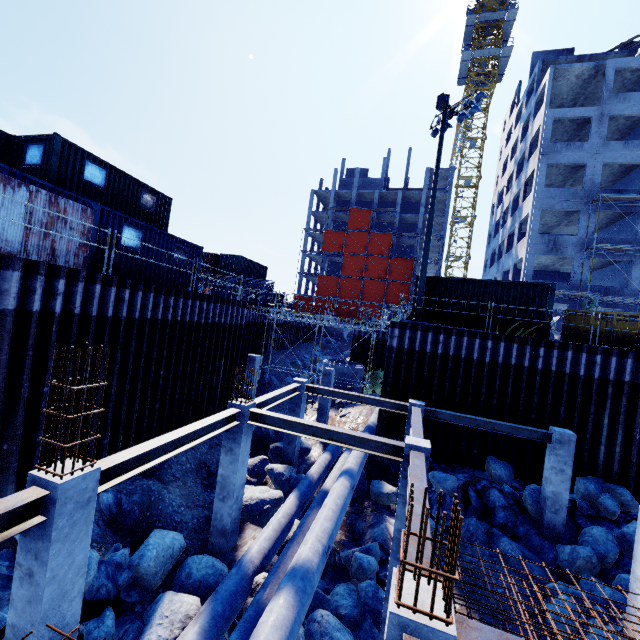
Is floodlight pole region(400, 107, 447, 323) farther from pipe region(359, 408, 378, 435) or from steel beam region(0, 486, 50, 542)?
steel beam region(0, 486, 50, 542)

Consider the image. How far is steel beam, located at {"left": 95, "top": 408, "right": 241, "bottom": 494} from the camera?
5.36m

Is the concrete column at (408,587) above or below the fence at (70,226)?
below

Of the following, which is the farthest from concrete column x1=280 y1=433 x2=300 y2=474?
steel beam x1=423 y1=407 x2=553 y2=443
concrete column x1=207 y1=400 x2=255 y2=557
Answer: steel beam x1=423 y1=407 x2=553 y2=443

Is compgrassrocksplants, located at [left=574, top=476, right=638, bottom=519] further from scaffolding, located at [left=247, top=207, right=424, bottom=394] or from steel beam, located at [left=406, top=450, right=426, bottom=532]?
steel beam, located at [left=406, top=450, right=426, bottom=532]

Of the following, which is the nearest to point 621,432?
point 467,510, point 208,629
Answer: point 467,510

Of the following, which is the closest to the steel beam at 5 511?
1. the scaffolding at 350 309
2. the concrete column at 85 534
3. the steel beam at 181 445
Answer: the concrete column at 85 534

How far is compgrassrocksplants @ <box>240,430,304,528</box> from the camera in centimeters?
1077cm
